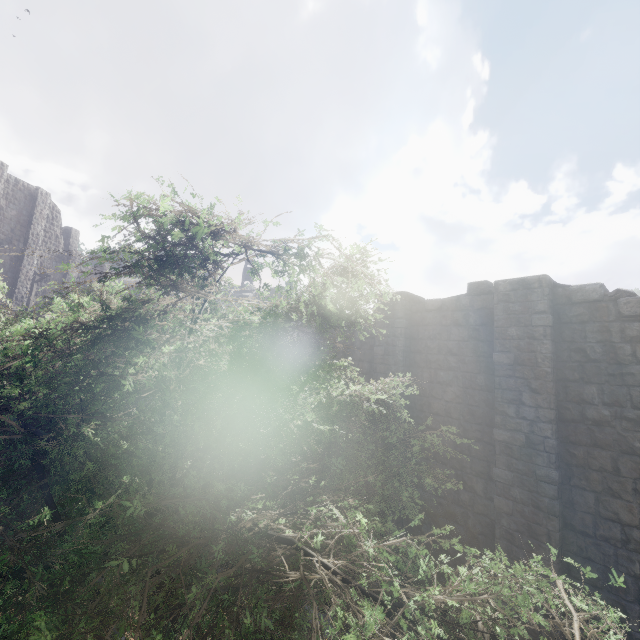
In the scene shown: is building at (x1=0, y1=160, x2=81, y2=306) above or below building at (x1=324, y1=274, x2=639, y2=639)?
above

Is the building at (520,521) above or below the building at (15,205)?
below

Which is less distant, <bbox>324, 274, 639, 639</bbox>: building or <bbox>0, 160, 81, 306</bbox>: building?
<bbox>324, 274, 639, 639</bbox>: building

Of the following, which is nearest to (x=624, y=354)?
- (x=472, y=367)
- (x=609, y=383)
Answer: (x=609, y=383)

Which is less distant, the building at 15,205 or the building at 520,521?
the building at 520,521
